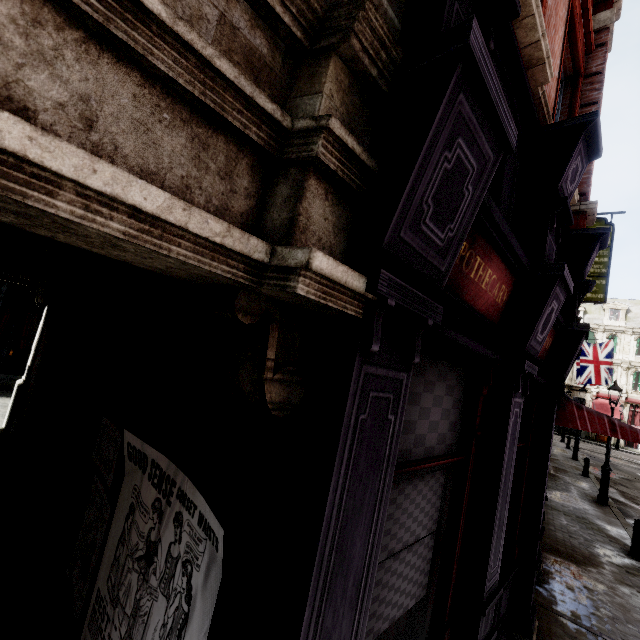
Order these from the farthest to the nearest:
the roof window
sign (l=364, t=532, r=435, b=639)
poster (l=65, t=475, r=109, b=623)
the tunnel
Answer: the roof window < poster (l=65, t=475, r=109, b=623) < sign (l=364, t=532, r=435, b=639) < the tunnel

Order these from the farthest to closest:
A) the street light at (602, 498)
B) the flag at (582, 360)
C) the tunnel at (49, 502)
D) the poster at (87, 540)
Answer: the flag at (582, 360)
the street light at (602, 498)
the poster at (87, 540)
the tunnel at (49, 502)

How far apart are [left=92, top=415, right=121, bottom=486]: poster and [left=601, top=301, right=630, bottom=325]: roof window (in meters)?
52.84

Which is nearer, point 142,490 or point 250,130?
point 250,130

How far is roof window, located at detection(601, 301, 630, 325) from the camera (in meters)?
39.47

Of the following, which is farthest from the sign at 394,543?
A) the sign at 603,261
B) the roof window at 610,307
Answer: the roof window at 610,307

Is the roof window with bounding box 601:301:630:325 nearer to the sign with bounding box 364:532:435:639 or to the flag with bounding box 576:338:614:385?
the flag with bounding box 576:338:614:385

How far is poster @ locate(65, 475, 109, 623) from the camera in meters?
2.7
